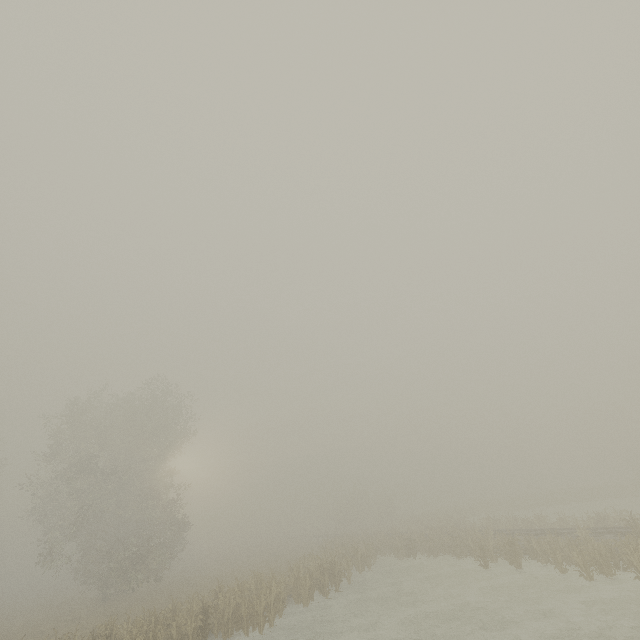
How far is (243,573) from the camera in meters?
30.7 m
